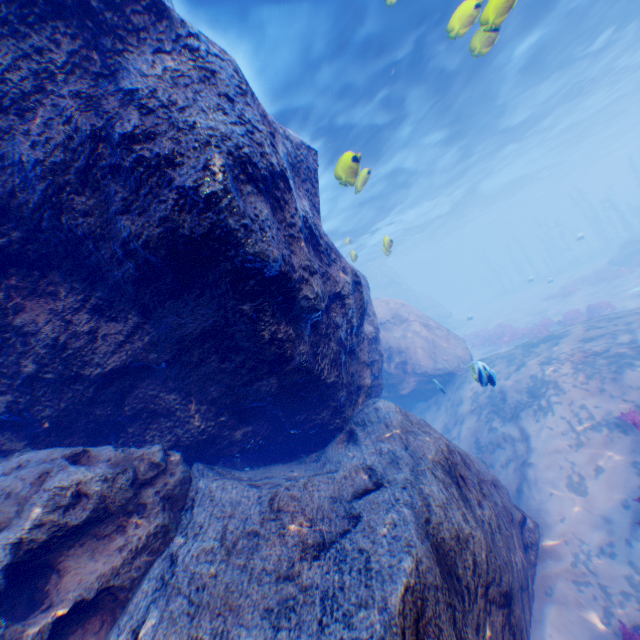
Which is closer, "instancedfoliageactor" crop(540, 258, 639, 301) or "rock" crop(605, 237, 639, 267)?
"instancedfoliageactor" crop(540, 258, 639, 301)

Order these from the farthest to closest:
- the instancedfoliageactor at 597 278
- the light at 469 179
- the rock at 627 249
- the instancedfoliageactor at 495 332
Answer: the rock at 627 249 → the instancedfoliageactor at 597 278 → the instancedfoliageactor at 495 332 → the light at 469 179

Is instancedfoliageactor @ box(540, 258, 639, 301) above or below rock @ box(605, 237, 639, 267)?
below

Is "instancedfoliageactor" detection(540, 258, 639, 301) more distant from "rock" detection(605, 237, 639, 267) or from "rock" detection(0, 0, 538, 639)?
"rock" detection(0, 0, 538, 639)

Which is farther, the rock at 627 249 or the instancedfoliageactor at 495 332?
the rock at 627 249

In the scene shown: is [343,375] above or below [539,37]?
below

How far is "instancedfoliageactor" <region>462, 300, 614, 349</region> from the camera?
17.3m

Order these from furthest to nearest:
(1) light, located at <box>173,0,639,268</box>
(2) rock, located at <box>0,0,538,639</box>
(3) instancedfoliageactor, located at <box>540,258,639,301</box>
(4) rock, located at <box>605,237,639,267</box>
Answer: (4) rock, located at <box>605,237,639,267</box> < (3) instancedfoliageactor, located at <box>540,258,639,301</box> < (1) light, located at <box>173,0,639,268</box> < (2) rock, located at <box>0,0,538,639</box>
